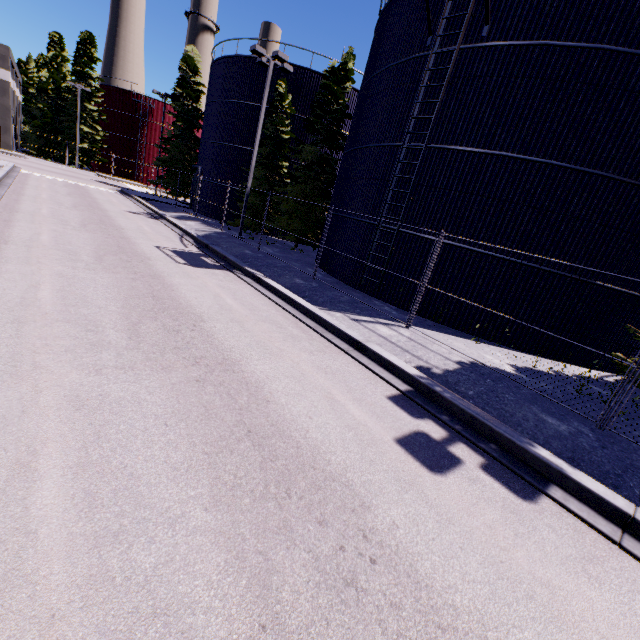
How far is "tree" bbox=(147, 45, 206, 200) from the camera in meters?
31.9 m

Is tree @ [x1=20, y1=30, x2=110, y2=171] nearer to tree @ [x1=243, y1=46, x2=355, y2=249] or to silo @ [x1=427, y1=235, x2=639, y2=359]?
silo @ [x1=427, y1=235, x2=639, y2=359]

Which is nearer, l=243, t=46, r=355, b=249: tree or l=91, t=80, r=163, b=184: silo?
l=243, t=46, r=355, b=249: tree

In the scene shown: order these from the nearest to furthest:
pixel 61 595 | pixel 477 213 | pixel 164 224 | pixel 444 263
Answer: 1. pixel 61 595
2. pixel 477 213
3. pixel 444 263
4. pixel 164 224

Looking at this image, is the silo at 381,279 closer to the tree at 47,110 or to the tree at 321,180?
the tree at 321,180

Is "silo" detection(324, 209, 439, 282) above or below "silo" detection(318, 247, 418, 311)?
above

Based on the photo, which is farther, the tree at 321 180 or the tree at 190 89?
the tree at 190 89

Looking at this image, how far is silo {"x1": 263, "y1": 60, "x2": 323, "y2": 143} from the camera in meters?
23.3
